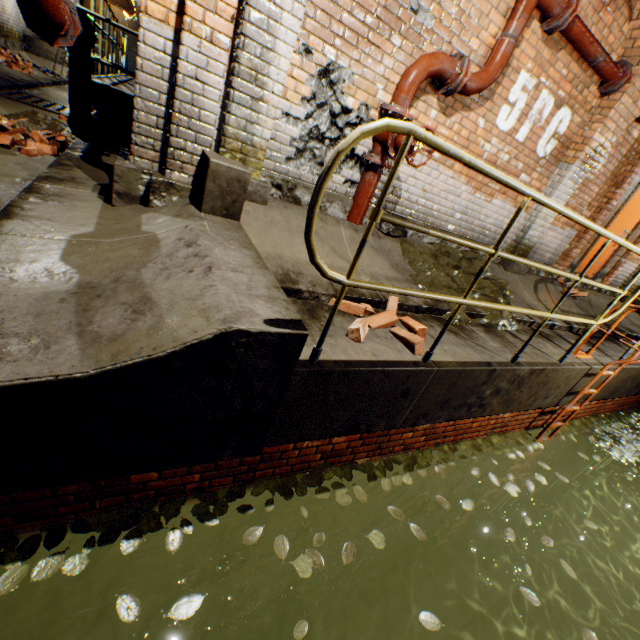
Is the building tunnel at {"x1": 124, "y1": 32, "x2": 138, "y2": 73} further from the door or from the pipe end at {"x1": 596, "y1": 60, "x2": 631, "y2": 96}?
the door

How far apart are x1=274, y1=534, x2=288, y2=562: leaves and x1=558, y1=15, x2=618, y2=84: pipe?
5.8 meters

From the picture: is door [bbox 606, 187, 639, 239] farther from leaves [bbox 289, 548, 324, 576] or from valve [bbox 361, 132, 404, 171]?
leaves [bbox 289, 548, 324, 576]

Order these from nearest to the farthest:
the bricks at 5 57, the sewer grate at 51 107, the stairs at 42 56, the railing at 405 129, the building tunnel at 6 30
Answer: the railing at 405 129
the sewer grate at 51 107
the bricks at 5 57
the building tunnel at 6 30
the stairs at 42 56

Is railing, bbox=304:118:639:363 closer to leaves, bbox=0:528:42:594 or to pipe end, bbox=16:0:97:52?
leaves, bbox=0:528:42:594

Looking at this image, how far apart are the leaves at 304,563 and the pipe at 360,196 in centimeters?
330cm

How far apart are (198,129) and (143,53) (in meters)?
0.62

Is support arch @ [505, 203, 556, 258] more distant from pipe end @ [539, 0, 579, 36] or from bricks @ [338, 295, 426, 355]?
bricks @ [338, 295, 426, 355]
